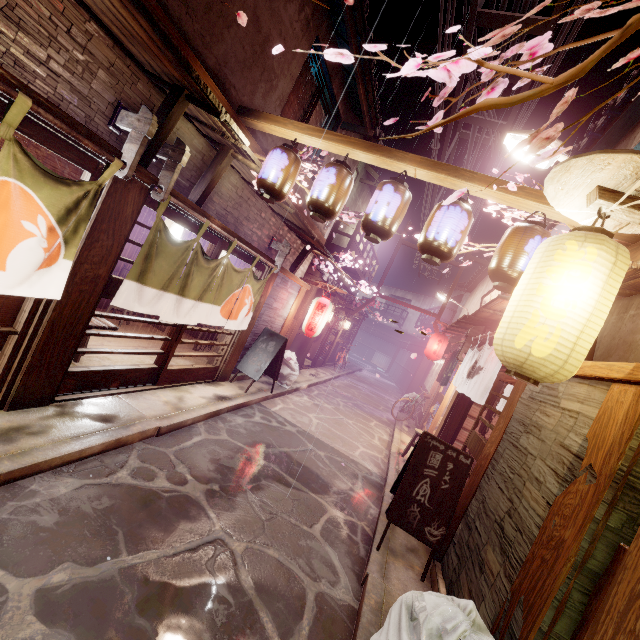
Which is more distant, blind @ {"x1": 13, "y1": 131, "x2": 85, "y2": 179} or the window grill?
the window grill

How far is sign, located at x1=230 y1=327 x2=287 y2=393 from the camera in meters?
13.6 m

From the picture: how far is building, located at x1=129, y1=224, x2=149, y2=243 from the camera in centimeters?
1534cm

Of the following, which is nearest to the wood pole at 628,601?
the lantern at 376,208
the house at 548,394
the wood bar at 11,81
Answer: the house at 548,394

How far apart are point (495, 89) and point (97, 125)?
6.8m

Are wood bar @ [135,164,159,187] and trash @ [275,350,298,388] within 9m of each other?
no

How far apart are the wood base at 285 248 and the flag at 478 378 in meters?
8.0 m

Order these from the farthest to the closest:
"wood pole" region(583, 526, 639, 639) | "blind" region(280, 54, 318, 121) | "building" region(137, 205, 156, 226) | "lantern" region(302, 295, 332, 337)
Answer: "lantern" region(302, 295, 332, 337) < "building" region(137, 205, 156, 226) < "blind" region(280, 54, 318, 121) < "wood pole" region(583, 526, 639, 639)
